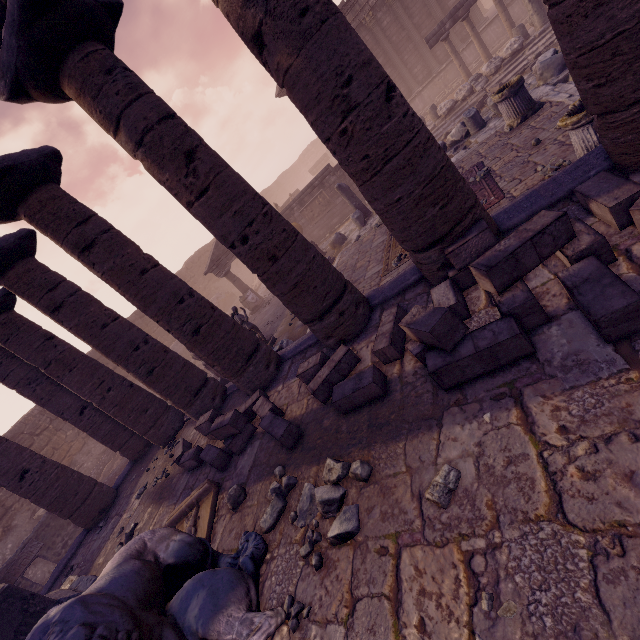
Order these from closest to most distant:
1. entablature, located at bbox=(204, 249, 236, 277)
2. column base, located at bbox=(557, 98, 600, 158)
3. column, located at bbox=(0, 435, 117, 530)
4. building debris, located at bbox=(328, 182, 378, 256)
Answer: column base, located at bbox=(557, 98, 600, 158) < column, located at bbox=(0, 435, 117, 530) < building debris, located at bbox=(328, 182, 378, 256) < entablature, located at bbox=(204, 249, 236, 277)

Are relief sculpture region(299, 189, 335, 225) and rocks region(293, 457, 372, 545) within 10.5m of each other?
no

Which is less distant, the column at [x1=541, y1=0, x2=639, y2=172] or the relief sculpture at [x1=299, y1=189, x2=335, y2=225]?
the column at [x1=541, y1=0, x2=639, y2=172]

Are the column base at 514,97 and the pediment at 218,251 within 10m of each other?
no

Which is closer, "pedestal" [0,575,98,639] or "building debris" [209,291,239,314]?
"pedestal" [0,575,98,639]

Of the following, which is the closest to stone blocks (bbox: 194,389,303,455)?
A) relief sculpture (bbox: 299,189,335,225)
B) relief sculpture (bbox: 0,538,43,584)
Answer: relief sculpture (bbox: 0,538,43,584)

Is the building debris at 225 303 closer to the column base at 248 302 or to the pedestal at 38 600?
the column base at 248 302

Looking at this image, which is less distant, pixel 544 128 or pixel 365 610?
pixel 365 610
